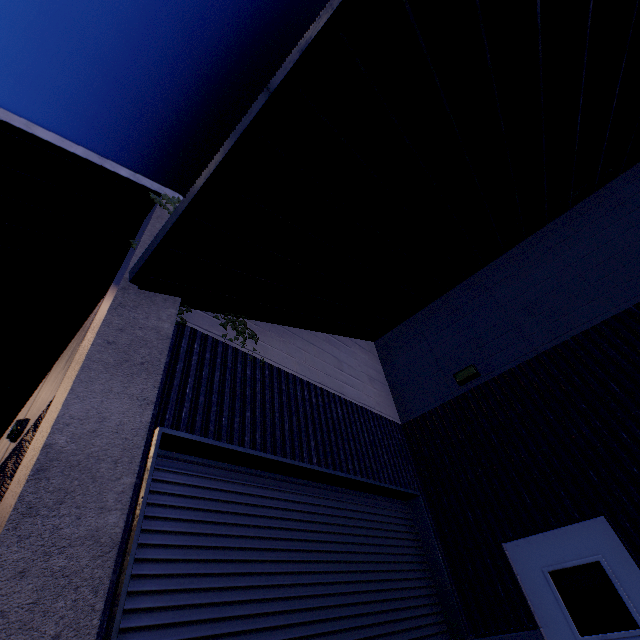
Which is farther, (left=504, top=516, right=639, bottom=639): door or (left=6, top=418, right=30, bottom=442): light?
(left=6, top=418, right=30, bottom=442): light

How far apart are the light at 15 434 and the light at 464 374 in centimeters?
825cm

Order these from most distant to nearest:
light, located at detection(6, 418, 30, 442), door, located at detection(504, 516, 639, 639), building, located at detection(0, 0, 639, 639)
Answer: light, located at detection(6, 418, 30, 442) < door, located at detection(504, 516, 639, 639) < building, located at detection(0, 0, 639, 639)

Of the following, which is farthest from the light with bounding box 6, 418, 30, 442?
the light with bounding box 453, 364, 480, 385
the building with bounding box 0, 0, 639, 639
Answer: the light with bounding box 453, 364, 480, 385

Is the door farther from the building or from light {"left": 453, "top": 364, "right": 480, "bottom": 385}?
light {"left": 453, "top": 364, "right": 480, "bottom": 385}

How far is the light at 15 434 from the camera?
5.7m

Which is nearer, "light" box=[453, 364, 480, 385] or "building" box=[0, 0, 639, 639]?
"building" box=[0, 0, 639, 639]

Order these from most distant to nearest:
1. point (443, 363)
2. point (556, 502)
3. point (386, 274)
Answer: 1. point (443, 363)
2. point (386, 274)
3. point (556, 502)
